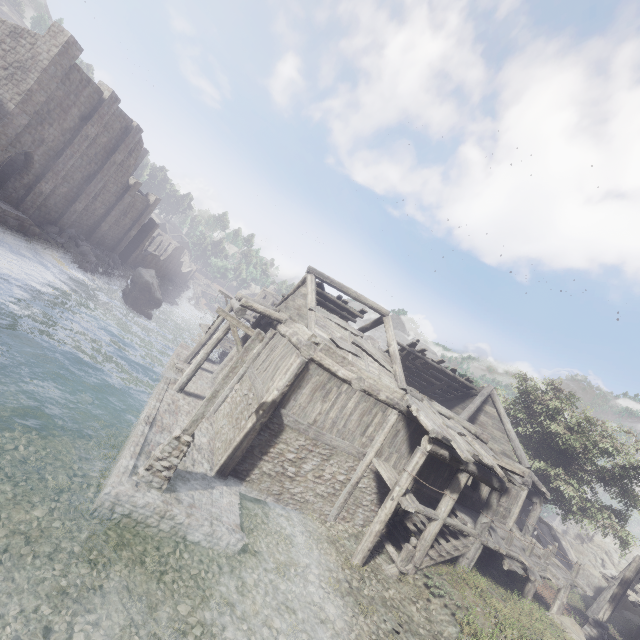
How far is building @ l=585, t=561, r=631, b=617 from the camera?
20.8m

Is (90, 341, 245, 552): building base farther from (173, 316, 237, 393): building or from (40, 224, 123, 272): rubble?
(40, 224, 123, 272): rubble

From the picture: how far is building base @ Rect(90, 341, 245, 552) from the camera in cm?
806

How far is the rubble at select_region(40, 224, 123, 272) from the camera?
29.3m

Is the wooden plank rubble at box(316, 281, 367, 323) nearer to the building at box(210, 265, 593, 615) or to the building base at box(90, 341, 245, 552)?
the building at box(210, 265, 593, 615)

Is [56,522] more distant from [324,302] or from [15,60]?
[15,60]

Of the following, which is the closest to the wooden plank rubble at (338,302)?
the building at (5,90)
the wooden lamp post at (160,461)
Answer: the building at (5,90)

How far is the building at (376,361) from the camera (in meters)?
11.61
